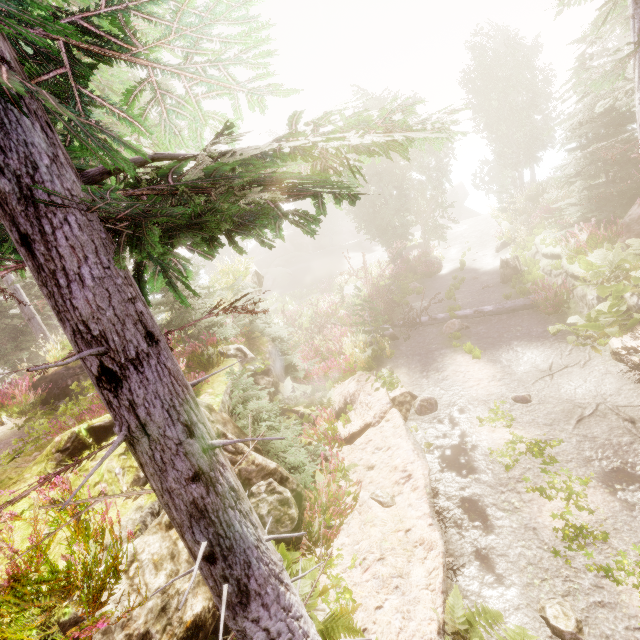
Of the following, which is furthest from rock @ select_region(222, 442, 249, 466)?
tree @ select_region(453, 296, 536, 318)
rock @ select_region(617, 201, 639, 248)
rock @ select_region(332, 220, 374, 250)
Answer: rock @ select_region(332, 220, 374, 250)

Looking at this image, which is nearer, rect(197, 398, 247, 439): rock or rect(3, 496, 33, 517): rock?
rect(3, 496, 33, 517): rock

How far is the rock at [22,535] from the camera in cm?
328

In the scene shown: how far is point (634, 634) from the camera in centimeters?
384cm

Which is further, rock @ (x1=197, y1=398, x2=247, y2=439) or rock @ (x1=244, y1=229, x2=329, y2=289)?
rock @ (x1=244, y1=229, x2=329, y2=289)

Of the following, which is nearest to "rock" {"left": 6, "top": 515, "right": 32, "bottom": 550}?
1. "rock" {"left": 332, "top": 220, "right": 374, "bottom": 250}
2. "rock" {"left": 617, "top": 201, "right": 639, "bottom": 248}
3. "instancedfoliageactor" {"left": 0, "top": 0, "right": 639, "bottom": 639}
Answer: "instancedfoliageactor" {"left": 0, "top": 0, "right": 639, "bottom": 639}

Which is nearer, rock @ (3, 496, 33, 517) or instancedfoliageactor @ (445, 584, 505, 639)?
rock @ (3, 496, 33, 517)

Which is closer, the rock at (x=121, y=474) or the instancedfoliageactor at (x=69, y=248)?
the instancedfoliageactor at (x=69, y=248)
